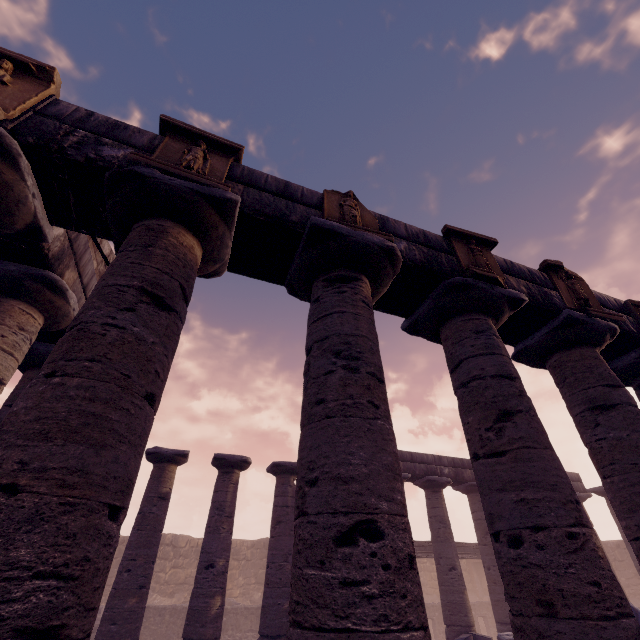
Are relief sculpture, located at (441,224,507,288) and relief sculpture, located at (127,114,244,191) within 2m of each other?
no

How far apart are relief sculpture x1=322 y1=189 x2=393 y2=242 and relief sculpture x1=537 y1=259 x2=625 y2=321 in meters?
3.5 m

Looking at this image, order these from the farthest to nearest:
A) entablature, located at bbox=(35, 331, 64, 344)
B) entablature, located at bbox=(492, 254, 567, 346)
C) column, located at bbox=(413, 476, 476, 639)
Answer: column, located at bbox=(413, 476, 476, 639)
entablature, located at bbox=(35, 331, 64, 344)
entablature, located at bbox=(492, 254, 567, 346)

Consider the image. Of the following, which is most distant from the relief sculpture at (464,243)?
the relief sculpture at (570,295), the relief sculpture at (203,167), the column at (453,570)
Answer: the column at (453,570)

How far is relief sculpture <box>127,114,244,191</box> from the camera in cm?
358

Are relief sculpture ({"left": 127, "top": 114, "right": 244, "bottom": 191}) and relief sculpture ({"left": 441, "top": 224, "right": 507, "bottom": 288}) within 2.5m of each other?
no

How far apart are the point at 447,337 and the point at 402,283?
1.07m

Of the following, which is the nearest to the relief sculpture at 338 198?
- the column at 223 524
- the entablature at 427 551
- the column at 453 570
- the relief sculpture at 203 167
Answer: the relief sculpture at 203 167
